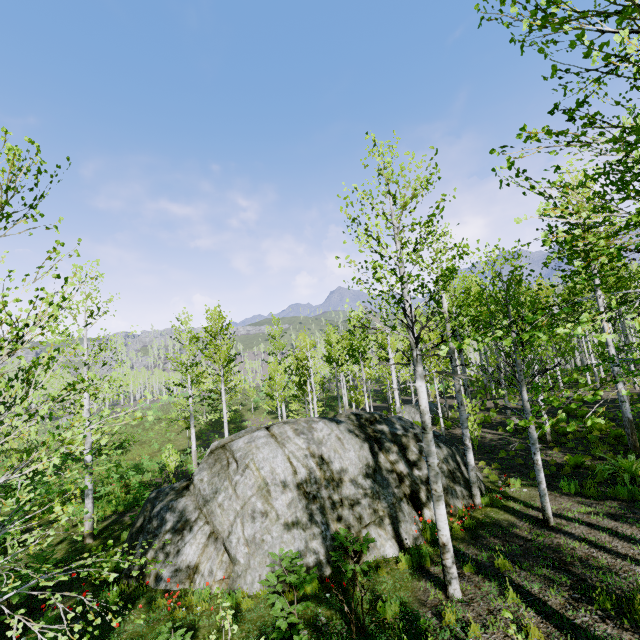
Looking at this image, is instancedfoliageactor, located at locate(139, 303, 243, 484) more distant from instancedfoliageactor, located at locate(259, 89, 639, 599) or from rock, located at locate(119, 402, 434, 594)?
instancedfoliageactor, located at locate(259, 89, 639, 599)

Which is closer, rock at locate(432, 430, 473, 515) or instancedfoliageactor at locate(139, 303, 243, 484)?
rock at locate(432, 430, 473, 515)

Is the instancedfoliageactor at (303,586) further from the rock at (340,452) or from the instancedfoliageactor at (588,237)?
the instancedfoliageactor at (588,237)

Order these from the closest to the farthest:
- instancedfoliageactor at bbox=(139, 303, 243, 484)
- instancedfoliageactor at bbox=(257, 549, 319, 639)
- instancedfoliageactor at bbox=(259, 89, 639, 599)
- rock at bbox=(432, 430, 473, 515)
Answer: instancedfoliageactor at bbox=(259, 89, 639, 599), instancedfoliageactor at bbox=(257, 549, 319, 639), rock at bbox=(432, 430, 473, 515), instancedfoliageactor at bbox=(139, 303, 243, 484)

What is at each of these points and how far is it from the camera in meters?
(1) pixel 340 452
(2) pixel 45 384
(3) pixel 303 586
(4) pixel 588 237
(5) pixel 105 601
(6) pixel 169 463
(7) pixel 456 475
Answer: (1) rock, 9.4 m
(2) instancedfoliageactor, 11.6 m
(3) instancedfoliageactor, 5.9 m
(4) instancedfoliageactor, 11.9 m
(5) instancedfoliageactor, 7.4 m
(6) instancedfoliageactor, 16.6 m
(7) rock, 10.4 m

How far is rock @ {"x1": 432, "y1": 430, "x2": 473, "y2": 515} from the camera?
9.9m

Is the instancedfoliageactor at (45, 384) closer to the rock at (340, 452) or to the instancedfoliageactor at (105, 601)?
the rock at (340, 452)
